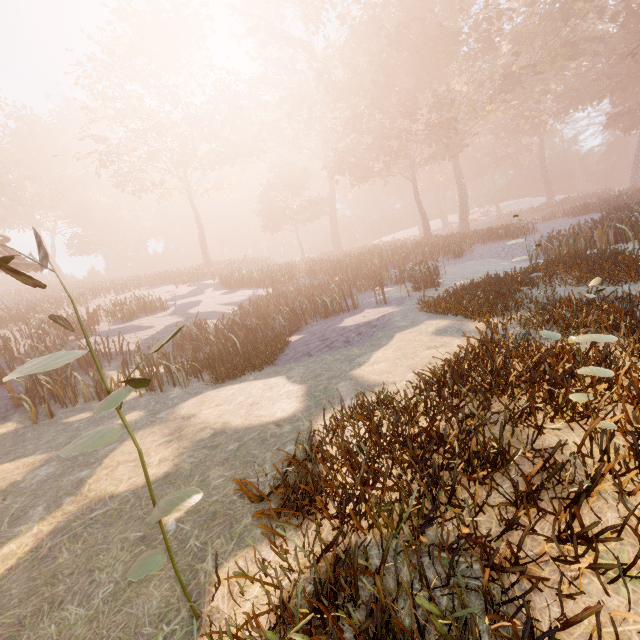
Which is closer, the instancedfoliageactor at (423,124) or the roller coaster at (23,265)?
the instancedfoliageactor at (423,124)

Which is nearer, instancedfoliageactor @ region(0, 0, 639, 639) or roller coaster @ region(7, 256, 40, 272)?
instancedfoliageactor @ region(0, 0, 639, 639)

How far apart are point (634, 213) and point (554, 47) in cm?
2983

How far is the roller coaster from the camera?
15.42m

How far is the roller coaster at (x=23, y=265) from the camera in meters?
15.4
